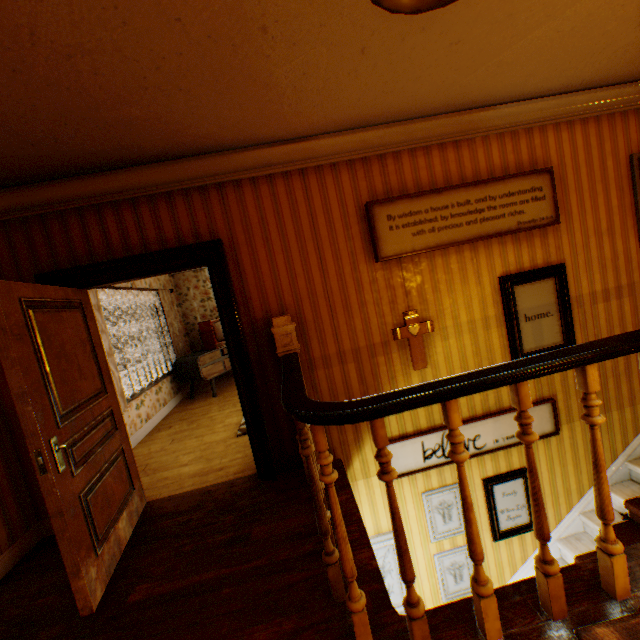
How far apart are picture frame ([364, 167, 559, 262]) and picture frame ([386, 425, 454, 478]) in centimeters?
185cm

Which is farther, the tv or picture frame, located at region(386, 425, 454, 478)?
the tv

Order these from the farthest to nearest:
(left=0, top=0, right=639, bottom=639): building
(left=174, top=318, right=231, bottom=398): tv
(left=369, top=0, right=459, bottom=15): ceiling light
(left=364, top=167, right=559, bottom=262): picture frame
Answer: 1. (left=174, top=318, right=231, bottom=398): tv
2. (left=364, top=167, right=559, bottom=262): picture frame
3. (left=0, top=0, right=639, bottom=639): building
4. (left=369, top=0, right=459, bottom=15): ceiling light

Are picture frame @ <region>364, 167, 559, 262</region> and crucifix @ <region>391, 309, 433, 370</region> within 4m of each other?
yes

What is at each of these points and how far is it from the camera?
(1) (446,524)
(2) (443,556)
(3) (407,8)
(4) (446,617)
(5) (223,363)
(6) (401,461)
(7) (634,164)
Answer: (1) picture frame, 3.6m
(2) picture frame, 3.6m
(3) ceiling light, 1.0m
(4) building, 1.7m
(5) tv, 7.2m
(6) picture frame, 3.4m
(7) picture frame, 3.5m

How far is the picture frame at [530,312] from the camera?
3.4 meters

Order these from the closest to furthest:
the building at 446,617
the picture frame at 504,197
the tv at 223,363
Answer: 1. the building at 446,617
2. the picture frame at 504,197
3. the tv at 223,363

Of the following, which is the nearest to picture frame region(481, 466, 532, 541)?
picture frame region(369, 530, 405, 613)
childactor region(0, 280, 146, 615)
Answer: picture frame region(369, 530, 405, 613)
